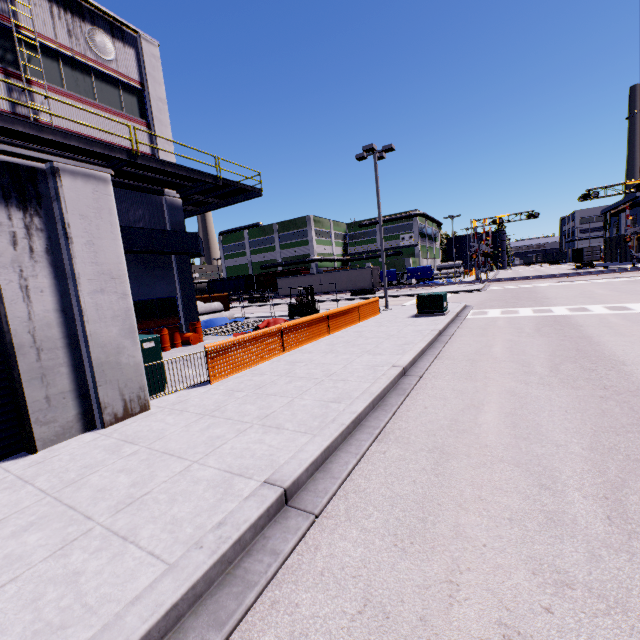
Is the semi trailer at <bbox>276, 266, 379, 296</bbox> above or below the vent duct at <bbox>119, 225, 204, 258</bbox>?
below

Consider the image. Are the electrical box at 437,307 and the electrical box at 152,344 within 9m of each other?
no

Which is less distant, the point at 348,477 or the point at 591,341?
the point at 348,477

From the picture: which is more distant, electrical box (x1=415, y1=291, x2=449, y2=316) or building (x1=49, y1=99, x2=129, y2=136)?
electrical box (x1=415, y1=291, x2=449, y2=316)

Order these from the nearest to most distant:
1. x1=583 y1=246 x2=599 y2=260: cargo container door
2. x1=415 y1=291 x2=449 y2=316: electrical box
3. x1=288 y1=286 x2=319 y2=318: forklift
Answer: x1=415 y1=291 x2=449 y2=316: electrical box < x1=288 y1=286 x2=319 y2=318: forklift < x1=583 y1=246 x2=599 y2=260: cargo container door

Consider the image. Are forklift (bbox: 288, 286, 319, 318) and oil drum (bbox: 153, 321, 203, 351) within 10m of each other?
yes

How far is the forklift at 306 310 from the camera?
21.4 meters

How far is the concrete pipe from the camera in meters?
22.5 m
